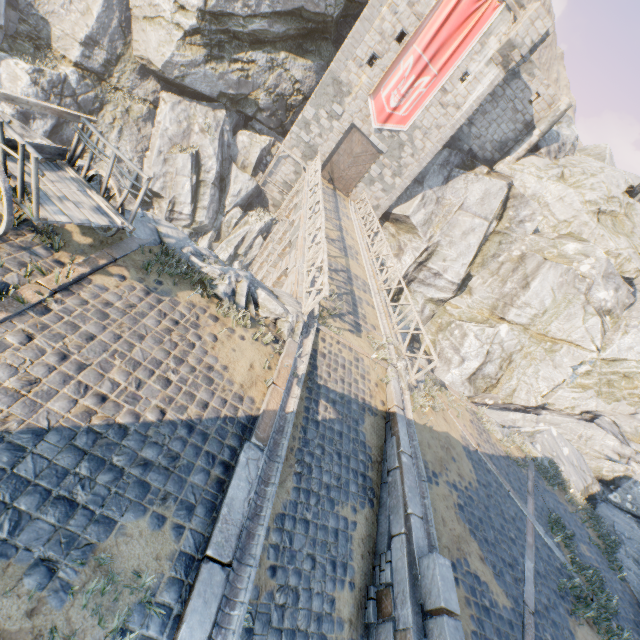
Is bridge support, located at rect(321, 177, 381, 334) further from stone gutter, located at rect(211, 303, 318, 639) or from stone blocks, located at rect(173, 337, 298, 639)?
stone blocks, located at rect(173, 337, 298, 639)

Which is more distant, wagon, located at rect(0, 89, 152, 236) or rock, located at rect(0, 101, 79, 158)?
rock, located at rect(0, 101, 79, 158)

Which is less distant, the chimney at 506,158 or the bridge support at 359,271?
the bridge support at 359,271

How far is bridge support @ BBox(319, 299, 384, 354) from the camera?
9.8m

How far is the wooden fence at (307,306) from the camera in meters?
8.5 m

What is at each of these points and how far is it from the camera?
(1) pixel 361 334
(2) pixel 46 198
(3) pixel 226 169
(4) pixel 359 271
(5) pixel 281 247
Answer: (1) bridge support, 10.5m
(2) wagon, 4.9m
(3) rock, 22.5m
(4) bridge support, 14.7m
(5) bridge support, 17.3m

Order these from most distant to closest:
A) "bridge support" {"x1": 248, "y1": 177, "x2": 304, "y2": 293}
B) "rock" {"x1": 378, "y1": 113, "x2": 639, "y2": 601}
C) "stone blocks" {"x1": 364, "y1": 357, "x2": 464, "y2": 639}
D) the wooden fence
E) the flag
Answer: the flag
"rock" {"x1": 378, "y1": 113, "x2": 639, "y2": 601}
"bridge support" {"x1": 248, "y1": 177, "x2": 304, "y2": 293}
the wooden fence
"stone blocks" {"x1": 364, "y1": 357, "x2": 464, "y2": 639}

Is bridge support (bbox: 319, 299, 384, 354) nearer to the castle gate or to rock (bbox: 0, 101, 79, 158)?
rock (bbox: 0, 101, 79, 158)
